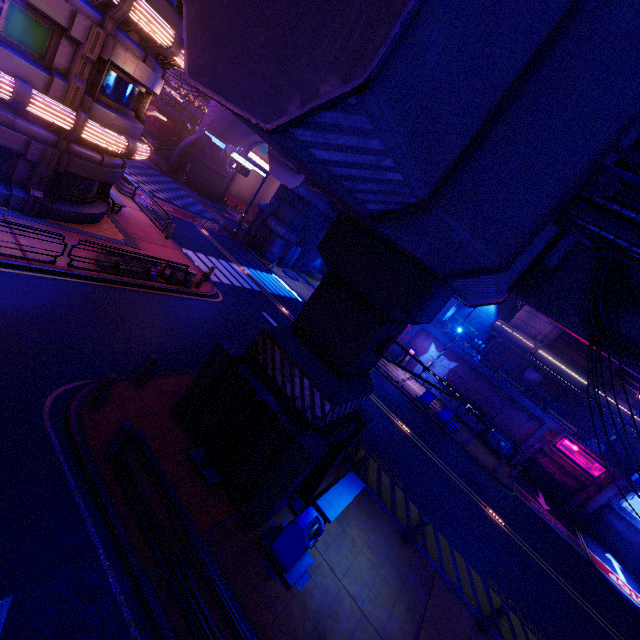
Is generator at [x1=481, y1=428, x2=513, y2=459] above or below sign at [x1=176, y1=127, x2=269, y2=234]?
below

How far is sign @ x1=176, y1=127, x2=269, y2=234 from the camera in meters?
28.9

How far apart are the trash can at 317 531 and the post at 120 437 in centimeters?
390cm

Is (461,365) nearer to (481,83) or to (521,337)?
(521,337)

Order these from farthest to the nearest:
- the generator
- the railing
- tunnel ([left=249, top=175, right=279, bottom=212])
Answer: tunnel ([left=249, top=175, right=279, bottom=212]) → the generator → the railing

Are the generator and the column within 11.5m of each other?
yes

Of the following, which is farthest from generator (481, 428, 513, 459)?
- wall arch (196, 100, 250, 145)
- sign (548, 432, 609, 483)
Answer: wall arch (196, 100, 250, 145)

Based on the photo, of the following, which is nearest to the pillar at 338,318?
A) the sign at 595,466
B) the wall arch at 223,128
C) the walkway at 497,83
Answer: the walkway at 497,83
